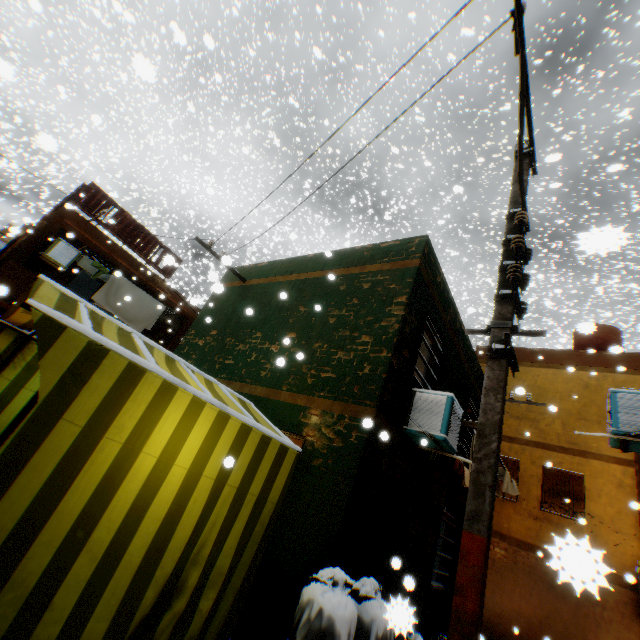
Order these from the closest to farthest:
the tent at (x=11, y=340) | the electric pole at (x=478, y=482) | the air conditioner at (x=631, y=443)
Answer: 1. the electric pole at (x=478, y=482)
2. the tent at (x=11, y=340)
3. the air conditioner at (x=631, y=443)

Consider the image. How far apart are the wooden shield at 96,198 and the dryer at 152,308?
0.5m

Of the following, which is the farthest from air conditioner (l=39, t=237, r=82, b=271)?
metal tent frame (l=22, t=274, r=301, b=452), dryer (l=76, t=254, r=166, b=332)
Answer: metal tent frame (l=22, t=274, r=301, b=452)

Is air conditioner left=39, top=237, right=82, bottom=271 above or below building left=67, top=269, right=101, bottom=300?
below

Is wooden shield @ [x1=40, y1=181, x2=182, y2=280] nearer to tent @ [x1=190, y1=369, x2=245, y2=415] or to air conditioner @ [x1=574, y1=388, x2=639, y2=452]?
tent @ [x1=190, y1=369, x2=245, y2=415]

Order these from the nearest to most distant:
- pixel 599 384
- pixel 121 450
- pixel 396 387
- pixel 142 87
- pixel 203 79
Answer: pixel 121 450, pixel 396 387, pixel 203 79, pixel 599 384, pixel 142 87

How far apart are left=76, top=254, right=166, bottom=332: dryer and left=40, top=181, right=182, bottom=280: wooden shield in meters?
0.5 m

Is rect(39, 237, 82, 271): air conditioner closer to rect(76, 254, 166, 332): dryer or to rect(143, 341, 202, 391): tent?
rect(76, 254, 166, 332): dryer
